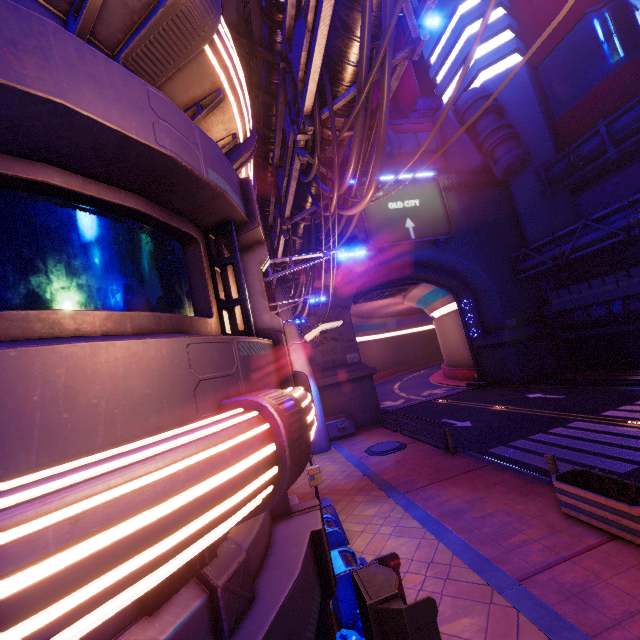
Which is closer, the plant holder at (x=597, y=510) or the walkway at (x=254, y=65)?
the plant holder at (x=597, y=510)

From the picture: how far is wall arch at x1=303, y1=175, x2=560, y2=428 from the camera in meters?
23.0

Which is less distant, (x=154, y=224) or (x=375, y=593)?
(x=154, y=224)

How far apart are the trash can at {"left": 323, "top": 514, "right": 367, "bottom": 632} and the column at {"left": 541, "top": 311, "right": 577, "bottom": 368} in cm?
2725

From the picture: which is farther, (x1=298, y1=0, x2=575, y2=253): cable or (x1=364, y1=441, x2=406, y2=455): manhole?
(x1=364, y1=441, x2=406, y2=455): manhole

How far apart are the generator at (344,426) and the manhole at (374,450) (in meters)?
3.09

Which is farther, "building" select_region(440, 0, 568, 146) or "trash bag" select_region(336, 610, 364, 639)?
"building" select_region(440, 0, 568, 146)

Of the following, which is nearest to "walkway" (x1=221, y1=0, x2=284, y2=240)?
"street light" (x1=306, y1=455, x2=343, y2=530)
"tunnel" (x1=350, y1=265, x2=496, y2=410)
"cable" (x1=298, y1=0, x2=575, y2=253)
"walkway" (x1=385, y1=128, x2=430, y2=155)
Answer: "cable" (x1=298, y1=0, x2=575, y2=253)
